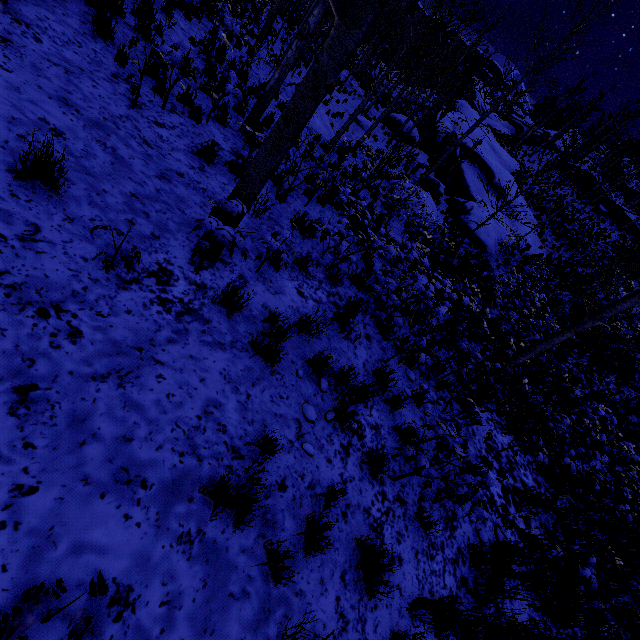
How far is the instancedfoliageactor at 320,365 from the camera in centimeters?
405cm

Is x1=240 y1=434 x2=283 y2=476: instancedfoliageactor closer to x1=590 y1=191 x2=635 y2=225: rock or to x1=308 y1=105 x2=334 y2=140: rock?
x1=308 y1=105 x2=334 y2=140: rock

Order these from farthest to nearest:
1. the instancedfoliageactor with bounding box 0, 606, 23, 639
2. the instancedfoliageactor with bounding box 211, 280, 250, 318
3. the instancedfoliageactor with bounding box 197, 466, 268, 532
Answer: the instancedfoliageactor with bounding box 211, 280, 250, 318 < the instancedfoliageactor with bounding box 197, 466, 268, 532 < the instancedfoliageactor with bounding box 0, 606, 23, 639

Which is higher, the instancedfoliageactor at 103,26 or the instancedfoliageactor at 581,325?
the instancedfoliageactor at 581,325

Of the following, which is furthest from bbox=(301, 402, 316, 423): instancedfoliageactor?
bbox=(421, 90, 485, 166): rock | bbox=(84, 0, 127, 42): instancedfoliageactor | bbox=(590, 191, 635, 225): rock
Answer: bbox=(590, 191, 635, 225): rock

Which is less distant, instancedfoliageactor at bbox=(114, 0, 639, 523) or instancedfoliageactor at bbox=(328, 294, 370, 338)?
instancedfoliageactor at bbox=(114, 0, 639, 523)

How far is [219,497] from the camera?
2.43m
